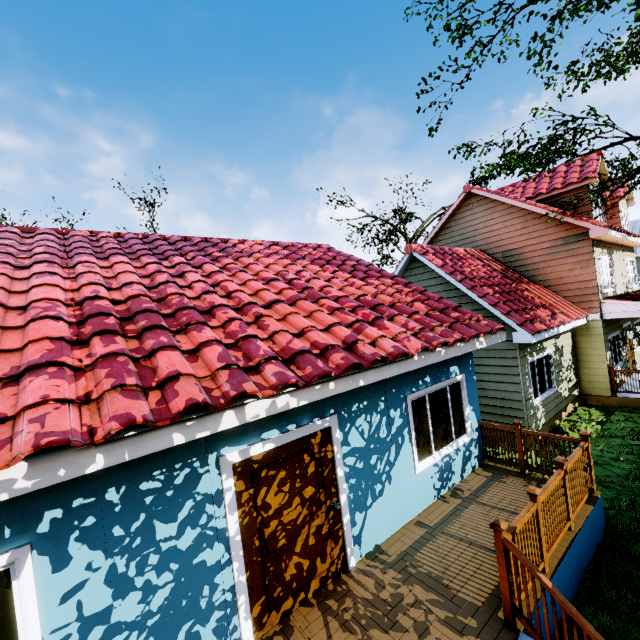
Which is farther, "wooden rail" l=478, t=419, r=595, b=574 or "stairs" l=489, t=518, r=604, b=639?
"wooden rail" l=478, t=419, r=595, b=574

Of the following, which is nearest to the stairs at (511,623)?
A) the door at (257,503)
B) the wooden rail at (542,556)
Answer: the wooden rail at (542,556)

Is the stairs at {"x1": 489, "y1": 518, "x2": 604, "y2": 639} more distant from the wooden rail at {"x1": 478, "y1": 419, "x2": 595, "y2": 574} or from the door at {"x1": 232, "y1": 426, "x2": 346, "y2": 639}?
the door at {"x1": 232, "y1": 426, "x2": 346, "y2": 639}

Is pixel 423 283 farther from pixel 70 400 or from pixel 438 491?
pixel 70 400

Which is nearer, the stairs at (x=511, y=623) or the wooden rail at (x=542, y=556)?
→ the stairs at (x=511, y=623)

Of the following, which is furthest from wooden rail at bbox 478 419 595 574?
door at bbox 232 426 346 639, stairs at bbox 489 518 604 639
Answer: door at bbox 232 426 346 639
